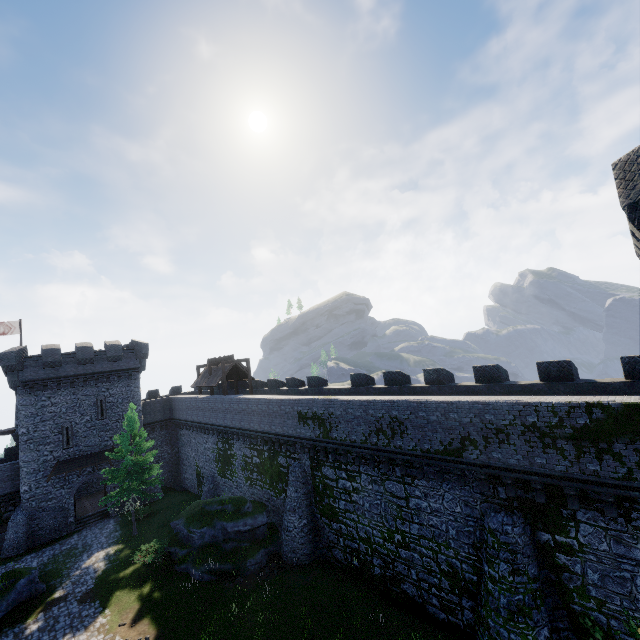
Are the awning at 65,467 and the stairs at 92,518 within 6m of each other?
yes

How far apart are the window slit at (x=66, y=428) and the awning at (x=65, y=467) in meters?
0.7 m

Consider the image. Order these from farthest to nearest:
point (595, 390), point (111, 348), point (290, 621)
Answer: point (111, 348), point (290, 621), point (595, 390)

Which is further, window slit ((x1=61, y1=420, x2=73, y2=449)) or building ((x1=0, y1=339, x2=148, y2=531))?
window slit ((x1=61, y1=420, x2=73, y2=449))

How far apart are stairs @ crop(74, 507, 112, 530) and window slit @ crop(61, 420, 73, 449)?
Answer: 6.73m

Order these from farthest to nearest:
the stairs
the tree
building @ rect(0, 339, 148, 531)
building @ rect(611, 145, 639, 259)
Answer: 1. the stairs
2. building @ rect(0, 339, 148, 531)
3. the tree
4. building @ rect(611, 145, 639, 259)

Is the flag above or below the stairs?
above

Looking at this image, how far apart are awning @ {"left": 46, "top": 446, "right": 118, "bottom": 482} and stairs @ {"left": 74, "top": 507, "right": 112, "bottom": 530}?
4.4 meters
